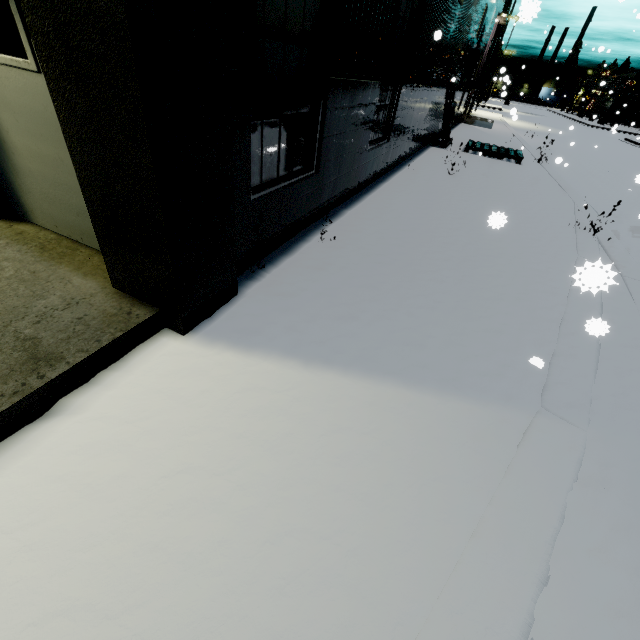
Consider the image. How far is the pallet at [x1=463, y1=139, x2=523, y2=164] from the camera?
11.0 meters

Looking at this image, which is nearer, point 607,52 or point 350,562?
point 350,562

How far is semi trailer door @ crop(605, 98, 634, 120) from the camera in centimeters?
4850cm

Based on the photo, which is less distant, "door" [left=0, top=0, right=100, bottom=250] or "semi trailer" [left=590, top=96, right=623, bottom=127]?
"door" [left=0, top=0, right=100, bottom=250]

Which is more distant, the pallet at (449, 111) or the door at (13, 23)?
the pallet at (449, 111)

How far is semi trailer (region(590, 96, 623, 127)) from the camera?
49.8m

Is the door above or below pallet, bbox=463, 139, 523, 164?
above

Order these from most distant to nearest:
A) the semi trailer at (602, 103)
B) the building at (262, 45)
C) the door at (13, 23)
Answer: the semi trailer at (602, 103) < the door at (13, 23) < the building at (262, 45)
